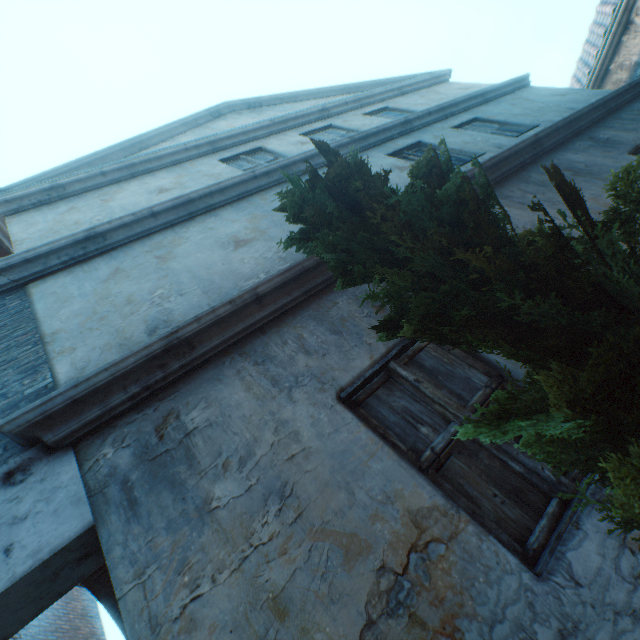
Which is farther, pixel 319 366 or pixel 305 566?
pixel 319 366

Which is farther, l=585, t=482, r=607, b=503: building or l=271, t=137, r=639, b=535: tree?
l=585, t=482, r=607, b=503: building

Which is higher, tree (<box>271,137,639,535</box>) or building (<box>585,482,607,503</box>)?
tree (<box>271,137,639,535</box>)

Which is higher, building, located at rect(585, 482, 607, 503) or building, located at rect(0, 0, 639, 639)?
building, located at rect(0, 0, 639, 639)

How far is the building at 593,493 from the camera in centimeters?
162cm

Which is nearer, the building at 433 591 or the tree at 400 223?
the tree at 400 223

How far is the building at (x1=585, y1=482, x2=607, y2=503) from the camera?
1.62m
